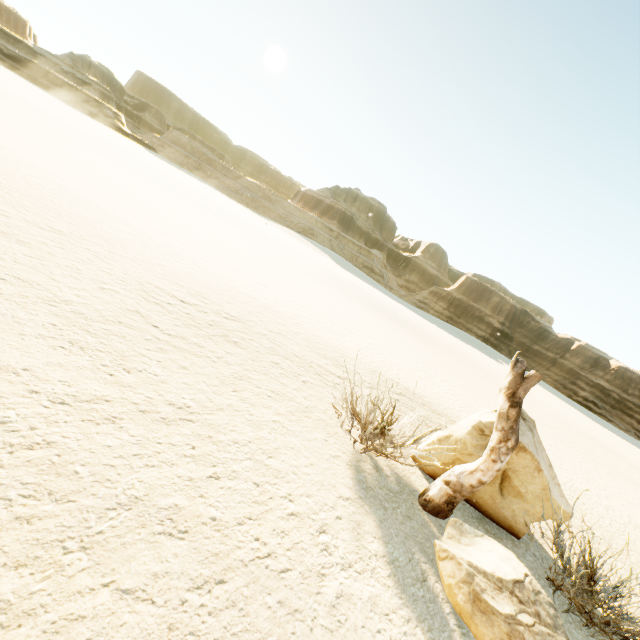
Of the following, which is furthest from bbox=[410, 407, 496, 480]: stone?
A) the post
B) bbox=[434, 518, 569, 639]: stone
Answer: bbox=[434, 518, 569, 639]: stone

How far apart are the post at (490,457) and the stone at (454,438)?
0.3 meters

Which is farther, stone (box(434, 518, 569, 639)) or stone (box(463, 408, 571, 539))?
stone (box(463, 408, 571, 539))

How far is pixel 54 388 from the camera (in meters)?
2.95

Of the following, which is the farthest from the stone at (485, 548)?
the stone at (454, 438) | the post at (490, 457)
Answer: the stone at (454, 438)

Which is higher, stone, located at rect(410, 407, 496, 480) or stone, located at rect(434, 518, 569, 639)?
stone, located at rect(410, 407, 496, 480)

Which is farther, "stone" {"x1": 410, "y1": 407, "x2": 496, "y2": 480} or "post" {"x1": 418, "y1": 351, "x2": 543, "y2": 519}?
"stone" {"x1": 410, "y1": 407, "x2": 496, "y2": 480}

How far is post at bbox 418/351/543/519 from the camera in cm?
391
